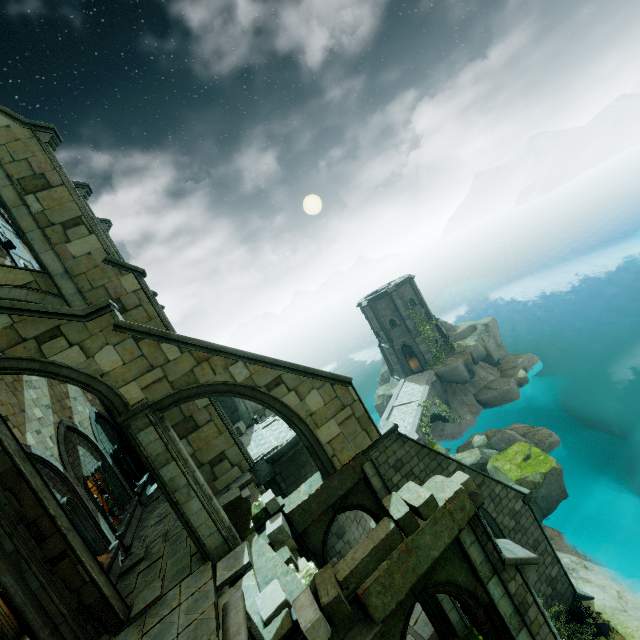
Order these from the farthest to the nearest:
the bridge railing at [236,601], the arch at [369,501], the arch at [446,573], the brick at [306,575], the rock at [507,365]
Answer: the rock at [507,365]
the arch at [369,501]
the arch at [446,573]
the brick at [306,575]
the bridge railing at [236,601]

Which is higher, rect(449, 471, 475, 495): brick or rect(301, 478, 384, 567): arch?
rect(449, 471, 475, 495): brick

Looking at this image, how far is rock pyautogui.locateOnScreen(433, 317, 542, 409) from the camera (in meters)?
31.00

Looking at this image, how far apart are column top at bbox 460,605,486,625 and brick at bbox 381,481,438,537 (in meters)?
2.57

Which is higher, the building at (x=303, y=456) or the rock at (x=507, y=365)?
the building at (x=303, y=456)

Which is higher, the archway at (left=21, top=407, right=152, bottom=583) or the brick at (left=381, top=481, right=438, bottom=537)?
the archway at (left=21, top=407, right=152, bottom=583)

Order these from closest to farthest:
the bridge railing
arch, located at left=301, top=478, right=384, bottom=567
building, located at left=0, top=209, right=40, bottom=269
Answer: the bridge railing < arch, located at left=301, top=478, right=384, bottom=567 < building, located at left=0, top=209, right=40, bottom=269

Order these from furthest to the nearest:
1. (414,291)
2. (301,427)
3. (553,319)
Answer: (553,319) < (414,291) < (301,427)
